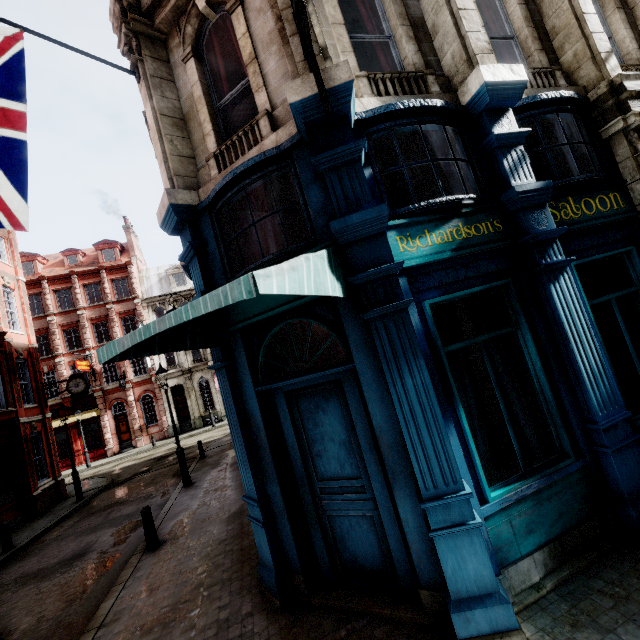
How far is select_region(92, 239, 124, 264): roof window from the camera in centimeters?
3397cm

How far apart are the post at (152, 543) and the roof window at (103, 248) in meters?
33.3 m

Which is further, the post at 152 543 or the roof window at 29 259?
the roof window at 29 259

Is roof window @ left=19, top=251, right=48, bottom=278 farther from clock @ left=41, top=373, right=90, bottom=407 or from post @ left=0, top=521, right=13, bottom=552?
post @ left=0, top=521, right=13, bottom=552

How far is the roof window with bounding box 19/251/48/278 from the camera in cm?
3216

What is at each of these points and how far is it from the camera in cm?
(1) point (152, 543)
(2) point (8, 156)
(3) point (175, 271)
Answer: (1) post, 755
(2) flag, 421
(3) roof window, 3469

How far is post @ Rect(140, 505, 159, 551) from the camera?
7.6m

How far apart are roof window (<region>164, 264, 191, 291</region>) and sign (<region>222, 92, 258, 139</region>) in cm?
3187
